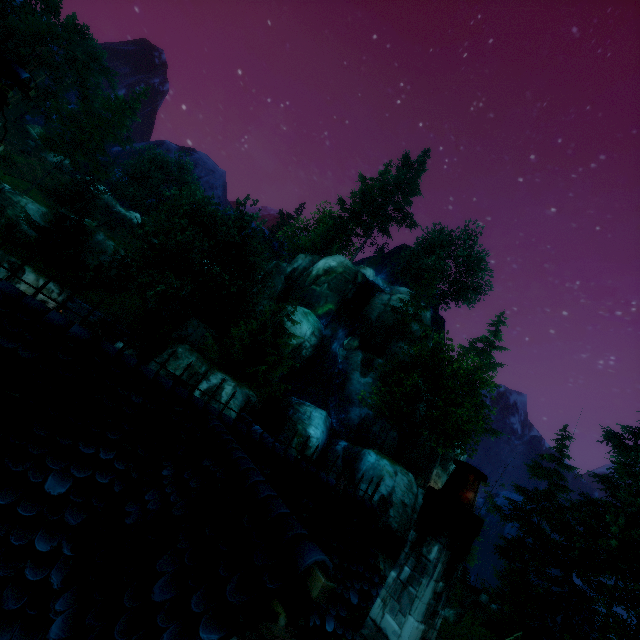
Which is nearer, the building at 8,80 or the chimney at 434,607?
the chimney at 434,607

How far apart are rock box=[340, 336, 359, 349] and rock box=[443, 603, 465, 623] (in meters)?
23.02

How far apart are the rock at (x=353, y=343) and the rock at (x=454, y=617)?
23.0m

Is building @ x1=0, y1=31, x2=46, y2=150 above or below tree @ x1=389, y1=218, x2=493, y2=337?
below

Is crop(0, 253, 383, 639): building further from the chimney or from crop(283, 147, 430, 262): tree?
crop(283, 147, 430, 262): tree

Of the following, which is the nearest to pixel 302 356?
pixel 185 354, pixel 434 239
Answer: pixel 185 354

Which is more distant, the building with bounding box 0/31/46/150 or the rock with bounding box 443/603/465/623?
the rock with bounding box 443/603/465/623

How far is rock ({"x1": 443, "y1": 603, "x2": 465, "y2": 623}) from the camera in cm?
2234
